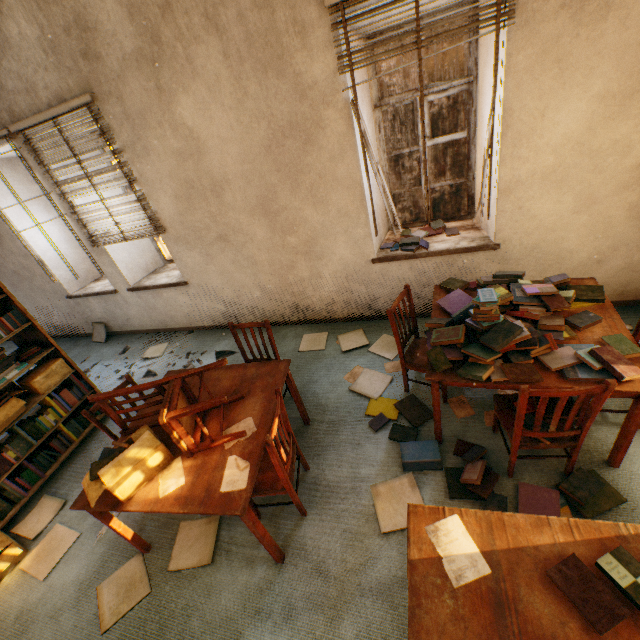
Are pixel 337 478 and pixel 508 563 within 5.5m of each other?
yes

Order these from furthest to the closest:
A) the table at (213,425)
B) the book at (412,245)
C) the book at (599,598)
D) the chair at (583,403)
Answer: the book at (412,245) < the table at (213,425) < the chair at (583,403) < the book at (599,598)

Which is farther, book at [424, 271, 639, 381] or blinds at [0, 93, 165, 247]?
blinds at [0, 93, 165, 247]

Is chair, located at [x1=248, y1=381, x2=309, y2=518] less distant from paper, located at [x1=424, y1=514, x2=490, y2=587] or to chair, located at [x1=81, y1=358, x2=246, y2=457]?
chair, located at [x1=81, y1=358, x2=246, y2=457]

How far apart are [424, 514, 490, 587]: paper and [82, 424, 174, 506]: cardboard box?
1.6m

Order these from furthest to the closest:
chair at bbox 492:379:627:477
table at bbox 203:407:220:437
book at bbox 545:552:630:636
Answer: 1. table at bbox 203:407:220:437
2. chair at bbox 492:379:627:477
3. book at bbox 545:552:630:636

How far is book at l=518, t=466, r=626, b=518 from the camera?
2.0m

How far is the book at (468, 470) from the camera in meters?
2.1
